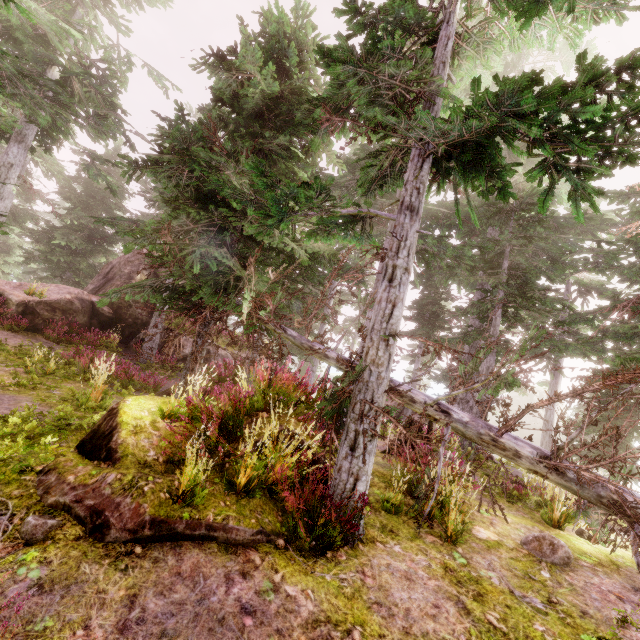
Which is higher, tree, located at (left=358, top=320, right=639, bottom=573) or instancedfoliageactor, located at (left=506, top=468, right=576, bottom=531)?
tree, located at (left=358, top=320, right=639, bottom=573)

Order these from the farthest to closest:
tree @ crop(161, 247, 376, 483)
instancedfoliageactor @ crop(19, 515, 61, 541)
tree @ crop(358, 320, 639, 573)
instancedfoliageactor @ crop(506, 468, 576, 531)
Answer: instancedfoliageactor @ crop(506, 468, 576, 531) < tree @ crop(161, 247, 376, 483) < tree @ crop(358, 320, 639, 573) < instancedfoliageactor @ crop(19, 515, 61, 541)

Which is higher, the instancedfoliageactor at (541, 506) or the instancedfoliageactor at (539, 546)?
the instancedfoliageactor at (541, 506)

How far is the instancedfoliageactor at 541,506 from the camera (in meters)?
6.49

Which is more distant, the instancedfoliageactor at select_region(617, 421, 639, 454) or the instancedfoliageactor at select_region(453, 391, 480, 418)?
the instancedfoliageactor at select_region(617, 421, 639, 454)

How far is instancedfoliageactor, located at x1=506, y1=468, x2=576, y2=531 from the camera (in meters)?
6.49

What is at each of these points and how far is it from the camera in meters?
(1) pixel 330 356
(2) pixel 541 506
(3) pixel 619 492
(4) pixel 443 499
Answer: (1) tree, 6.8 m
(2) instancedfoliageactor, 7.6 m
(3) tree, 4.1 m
(4) instancedfoliageactor, 6.0 m

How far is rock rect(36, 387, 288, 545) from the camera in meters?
3.5 m
